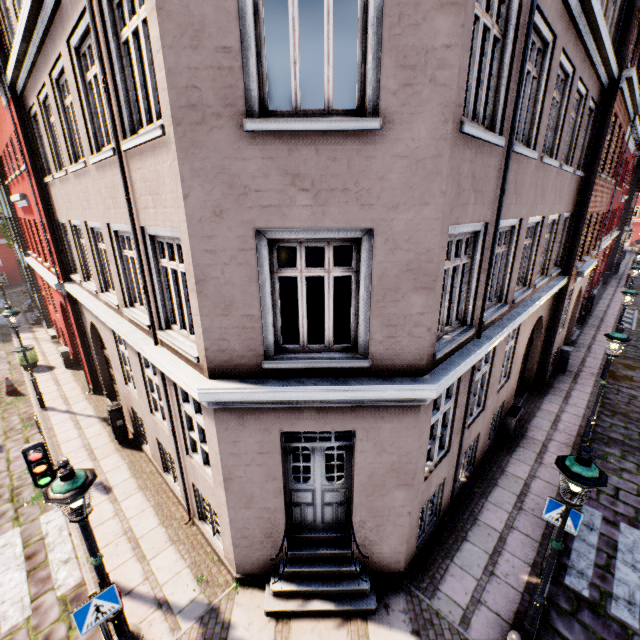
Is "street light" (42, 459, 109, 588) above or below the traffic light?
above

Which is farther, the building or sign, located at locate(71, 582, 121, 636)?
sign, located at locate(71, 582, 121, 636)

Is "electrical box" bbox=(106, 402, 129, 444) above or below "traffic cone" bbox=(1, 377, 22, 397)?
above

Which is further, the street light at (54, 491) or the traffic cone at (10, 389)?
the traffic cone at (10, 389)

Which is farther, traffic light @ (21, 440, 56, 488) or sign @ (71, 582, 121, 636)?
traffic light @ (21, 440, 56, 488)

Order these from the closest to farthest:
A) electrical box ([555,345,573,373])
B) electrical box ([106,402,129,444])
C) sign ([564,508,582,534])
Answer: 1. sign ([564,508,582,534])
2. electrical box ([106,402,129,444])
3. electrical box ([555,345,573,373])

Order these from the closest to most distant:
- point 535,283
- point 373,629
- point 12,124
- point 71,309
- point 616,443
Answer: point 373,629 < point 535,283 < point 616,443 < point 12,124 < point 71,309

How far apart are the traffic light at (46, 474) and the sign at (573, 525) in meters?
8.1 m
